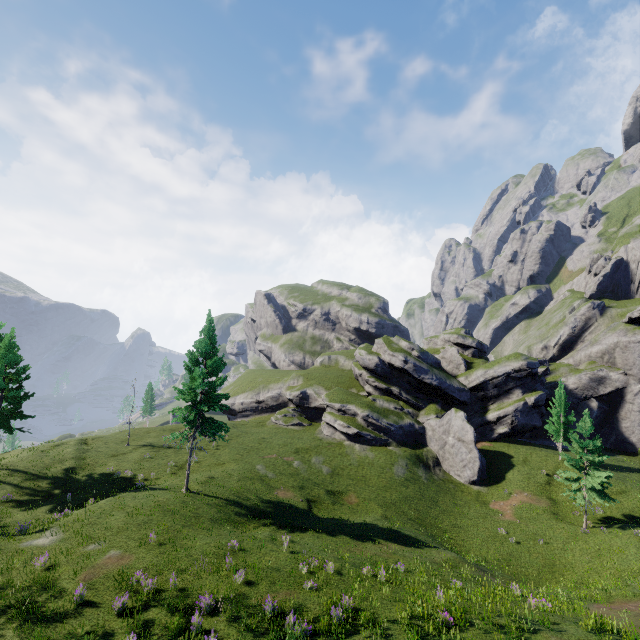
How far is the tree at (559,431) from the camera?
41.00m

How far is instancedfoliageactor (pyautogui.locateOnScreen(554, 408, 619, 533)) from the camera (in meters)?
29.05

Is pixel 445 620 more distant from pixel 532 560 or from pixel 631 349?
pixel 631 349

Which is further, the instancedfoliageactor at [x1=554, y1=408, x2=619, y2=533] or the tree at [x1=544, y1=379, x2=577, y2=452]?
the tree at [x1=544, y1=379, x2=577, y2=452]

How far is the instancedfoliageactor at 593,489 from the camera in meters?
29.0 m

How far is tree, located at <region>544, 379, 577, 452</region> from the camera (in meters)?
41.00
